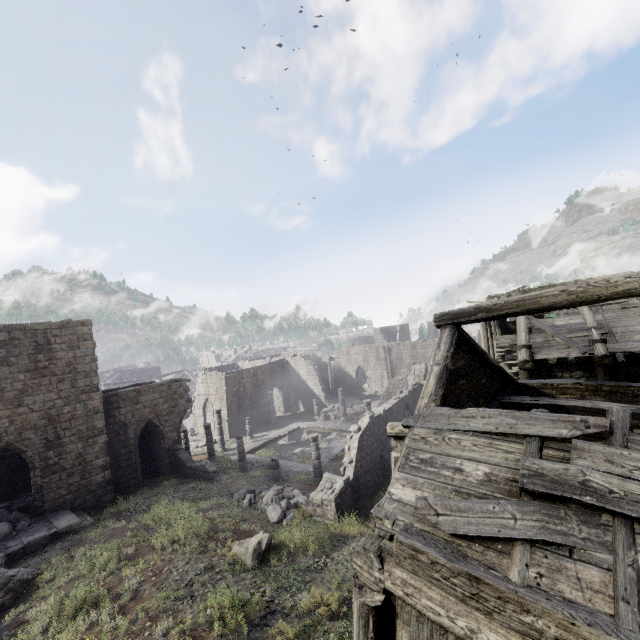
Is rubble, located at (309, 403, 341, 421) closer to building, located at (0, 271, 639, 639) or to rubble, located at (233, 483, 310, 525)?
building, located at (0, 271, 639, 639)

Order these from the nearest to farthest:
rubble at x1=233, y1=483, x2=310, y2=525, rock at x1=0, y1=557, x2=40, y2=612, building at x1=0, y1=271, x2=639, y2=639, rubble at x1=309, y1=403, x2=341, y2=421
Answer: building at x1=0, y1=271, x2=639, y2=639 → rock at x1=0, y1=557, x2=40, y2=612 → rubble at x1=233, y1=483, x2=310, y2=525 → rubble at x1=309, y1=403, x2=341, y2=421

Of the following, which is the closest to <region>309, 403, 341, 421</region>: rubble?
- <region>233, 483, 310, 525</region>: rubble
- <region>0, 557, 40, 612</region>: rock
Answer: <region>233, 483, 310, 525</region>: rubble

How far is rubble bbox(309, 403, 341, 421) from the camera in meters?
35.0

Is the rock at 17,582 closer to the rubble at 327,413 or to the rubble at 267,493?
the rubble at 267,493

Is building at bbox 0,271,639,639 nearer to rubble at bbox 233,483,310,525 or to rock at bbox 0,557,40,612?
rock at bbox 0,557,40,612

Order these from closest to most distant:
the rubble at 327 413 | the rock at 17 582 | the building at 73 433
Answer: the building at 73 433, the rock at 17 582, the rubble at 327 413

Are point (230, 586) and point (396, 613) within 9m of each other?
yes
